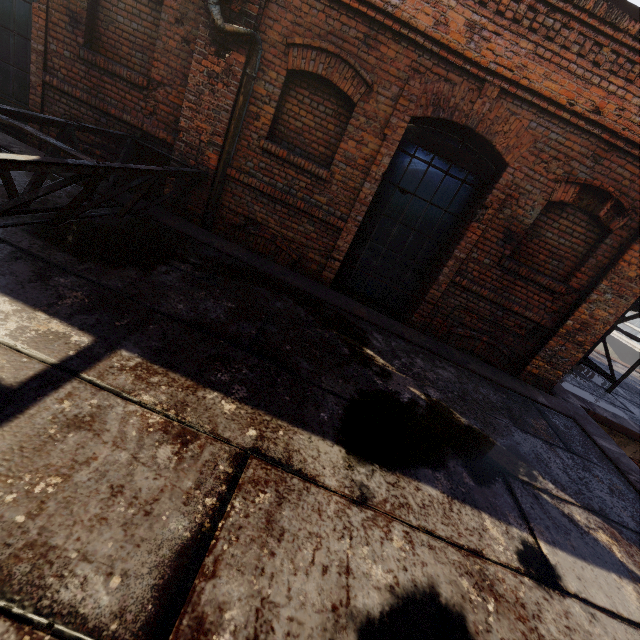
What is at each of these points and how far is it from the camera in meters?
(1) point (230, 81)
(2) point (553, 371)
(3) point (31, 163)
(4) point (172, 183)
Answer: (1) building, 4.5
(2) building, 5.4
(3) scaffolding, 2.4
(4) building, 5.1

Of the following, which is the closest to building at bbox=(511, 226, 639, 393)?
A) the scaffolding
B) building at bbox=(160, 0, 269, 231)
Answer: the scaffolding

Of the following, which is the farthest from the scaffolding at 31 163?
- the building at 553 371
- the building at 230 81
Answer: the building at 553 371

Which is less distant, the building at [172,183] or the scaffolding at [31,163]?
the scaffolding at [31,163]

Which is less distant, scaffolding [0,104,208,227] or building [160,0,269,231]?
scaffolding [0,104,208,227]

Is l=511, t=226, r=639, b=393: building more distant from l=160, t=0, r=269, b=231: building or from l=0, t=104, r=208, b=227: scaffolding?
l=160, t=0, r=269, b=231: building

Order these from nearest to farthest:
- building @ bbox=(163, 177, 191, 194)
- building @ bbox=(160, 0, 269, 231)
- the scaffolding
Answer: the scaffolding
building @ bbox=(160, 0, 269, 231)
building @ bbox=(163, 177, 191, 194)
